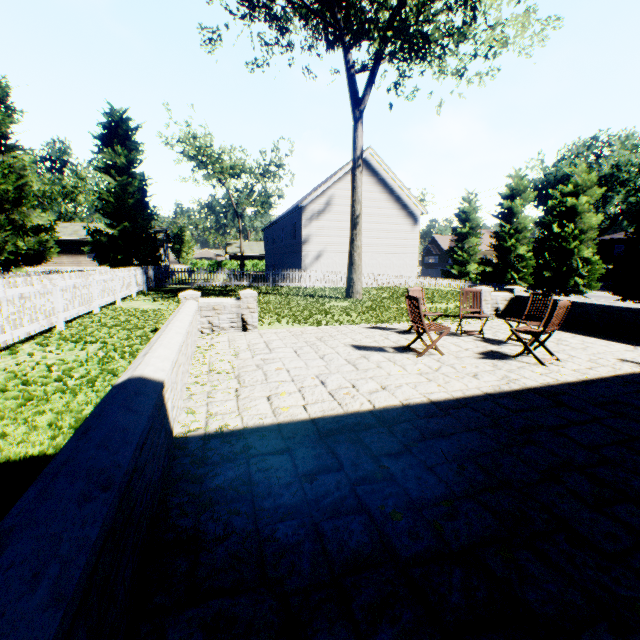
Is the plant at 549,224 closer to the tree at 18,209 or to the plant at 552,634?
the tree at 18,209

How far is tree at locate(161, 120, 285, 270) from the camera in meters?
37.6 m

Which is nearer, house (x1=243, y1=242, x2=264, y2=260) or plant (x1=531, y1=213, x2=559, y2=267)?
plant (x1=531, y1=213, x2=559, y2=267)

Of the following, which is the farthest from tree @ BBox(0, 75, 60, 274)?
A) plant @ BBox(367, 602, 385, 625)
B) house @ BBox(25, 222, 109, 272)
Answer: plant @ BBox(367, 602, 385, 625)

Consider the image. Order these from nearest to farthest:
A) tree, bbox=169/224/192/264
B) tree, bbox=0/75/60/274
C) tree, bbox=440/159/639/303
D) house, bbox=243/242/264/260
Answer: tree, bbox=0/75/60/274 → tree, bbox=440/159/639/303 → house, bbox=243/242/264/260 → tree, bbox=169/224/192/264

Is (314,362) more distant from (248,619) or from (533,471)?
(248,619)

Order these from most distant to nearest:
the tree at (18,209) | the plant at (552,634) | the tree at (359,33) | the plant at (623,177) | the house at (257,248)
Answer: the plant at (623,177) → the house at (257,248) → the tree at (18,209) → the tree at (359,33) → the plant at (552,634)

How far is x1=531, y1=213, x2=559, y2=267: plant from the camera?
46.2m
